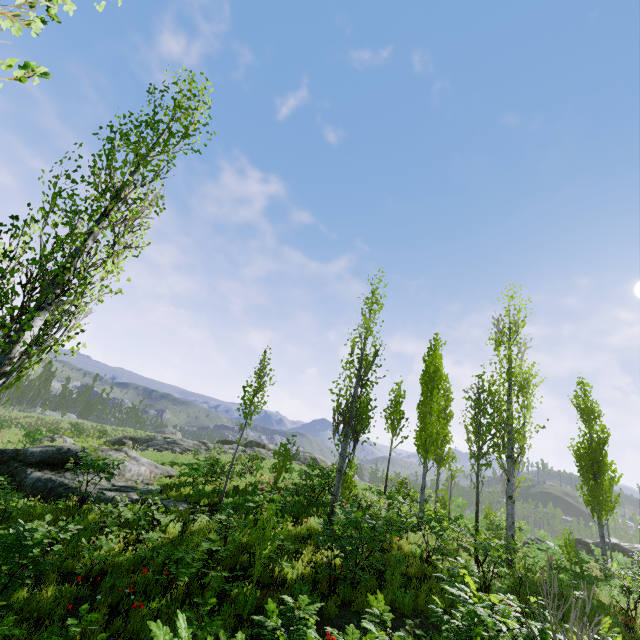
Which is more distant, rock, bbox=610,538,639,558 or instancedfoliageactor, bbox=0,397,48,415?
rock, bbox=610,538,639,558

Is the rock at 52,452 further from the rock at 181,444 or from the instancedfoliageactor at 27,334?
the rock at 181,444

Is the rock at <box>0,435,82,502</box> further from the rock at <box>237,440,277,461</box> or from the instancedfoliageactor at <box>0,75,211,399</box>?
the rock at <box>237,440,277,461</box>

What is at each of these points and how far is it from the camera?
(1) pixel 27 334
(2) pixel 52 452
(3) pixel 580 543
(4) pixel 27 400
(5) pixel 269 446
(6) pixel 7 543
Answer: (1) instancedfoliageactor, 5.2m
(2) rock, 13.5m
(3) rock, 33.2m
(4) instancedfoliageactor, 60.0m
(5) rock, 41.0m
(6) instancedfoliageactor, 5.5m

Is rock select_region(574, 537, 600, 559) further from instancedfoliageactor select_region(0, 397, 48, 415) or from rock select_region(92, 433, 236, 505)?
rock select_region(92, 433, 236, 505)

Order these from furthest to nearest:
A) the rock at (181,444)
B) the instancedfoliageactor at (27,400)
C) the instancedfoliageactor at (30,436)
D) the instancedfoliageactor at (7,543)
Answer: the instancedfoliageactor at (30,436), the rock at (181,444), the instancedfoliageactor at (27,400), the instancedfoliageactor at (7,543)

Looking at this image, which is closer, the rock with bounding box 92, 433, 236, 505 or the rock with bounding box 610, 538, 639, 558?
the rock with bounding box 92, 433, 236, 505
